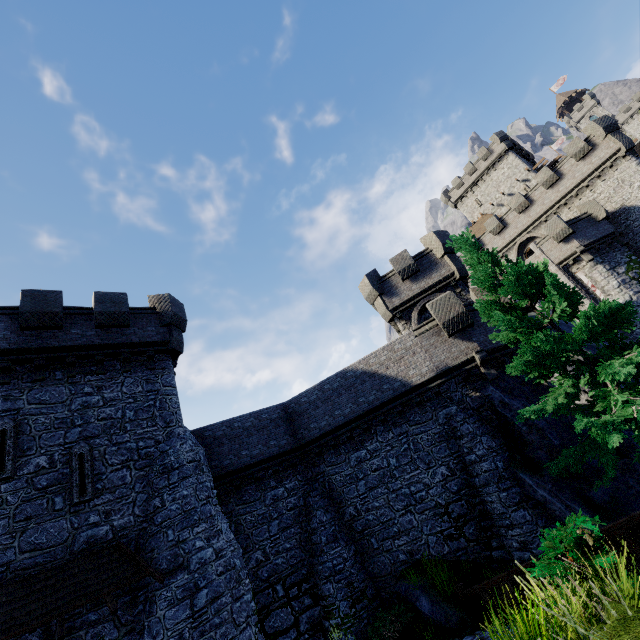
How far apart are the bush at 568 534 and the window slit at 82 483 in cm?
1309

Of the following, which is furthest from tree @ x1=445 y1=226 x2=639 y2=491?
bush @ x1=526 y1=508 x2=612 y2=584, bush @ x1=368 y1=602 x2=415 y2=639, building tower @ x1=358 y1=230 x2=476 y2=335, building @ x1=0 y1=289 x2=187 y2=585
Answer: building @ x1=0 y1=289 x2=187 y2=585

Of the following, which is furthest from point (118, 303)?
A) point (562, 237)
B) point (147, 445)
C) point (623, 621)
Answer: point (562, 237)

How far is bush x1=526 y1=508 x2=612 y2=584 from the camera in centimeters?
496cm

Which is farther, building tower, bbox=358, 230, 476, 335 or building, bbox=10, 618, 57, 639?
building tower, bbox=358, 230, 476, 335

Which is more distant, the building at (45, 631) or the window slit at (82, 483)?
the window slit at (82, 483)

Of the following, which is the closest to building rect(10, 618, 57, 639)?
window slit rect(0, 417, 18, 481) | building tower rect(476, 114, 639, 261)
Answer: window slit rect(0, 417, 18, 481)

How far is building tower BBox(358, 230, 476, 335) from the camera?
20.73m
